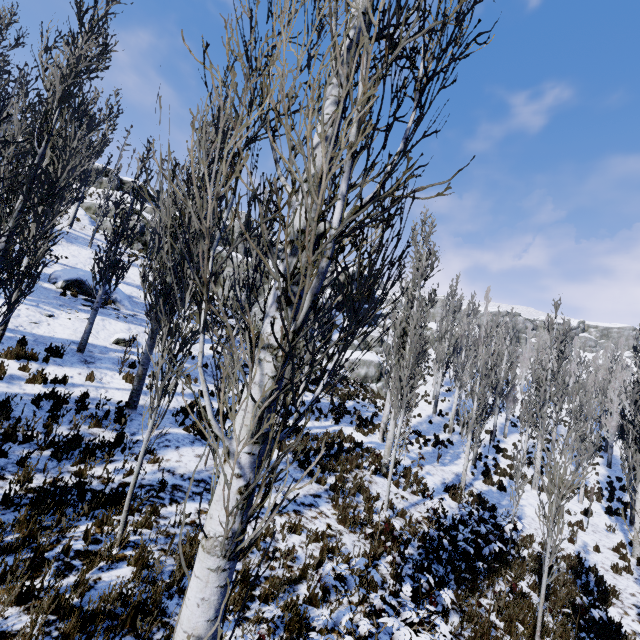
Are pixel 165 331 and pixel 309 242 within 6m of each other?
yes

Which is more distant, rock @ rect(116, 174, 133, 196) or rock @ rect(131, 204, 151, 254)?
rock @ rect(116, 174, 133, 196)

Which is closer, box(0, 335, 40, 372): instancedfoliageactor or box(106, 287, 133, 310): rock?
box(0, 335, 40, 372): instancedfoliageactor

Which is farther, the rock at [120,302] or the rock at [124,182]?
the rock at [124,182]

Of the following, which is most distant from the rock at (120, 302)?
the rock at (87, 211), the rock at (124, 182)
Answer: the rock at (124, 182)

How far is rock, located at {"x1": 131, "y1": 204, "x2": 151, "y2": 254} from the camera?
25.9 meters
